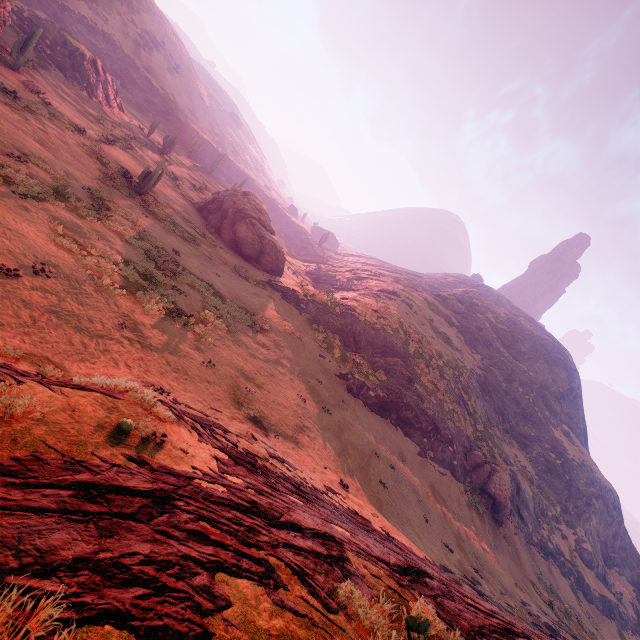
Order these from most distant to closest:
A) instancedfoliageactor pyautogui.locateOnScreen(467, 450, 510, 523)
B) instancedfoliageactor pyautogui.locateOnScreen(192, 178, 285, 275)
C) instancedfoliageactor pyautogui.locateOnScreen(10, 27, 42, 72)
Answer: Answer: instancedfoliageactor pyautogui.locateOnScreen(192, 178, 285, 275) < instancedfoliageactor pyautogui.locateOnScreen(467, 450, 510, 523) < instancedfoliageactor pyautogui.locateOnScreen(10, 27, 42, 72)

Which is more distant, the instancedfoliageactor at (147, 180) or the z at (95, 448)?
the instancedfoliageactor at (147, 180)

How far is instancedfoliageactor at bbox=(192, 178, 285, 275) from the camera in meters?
30.6 m

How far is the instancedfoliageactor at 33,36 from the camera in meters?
22.2 m

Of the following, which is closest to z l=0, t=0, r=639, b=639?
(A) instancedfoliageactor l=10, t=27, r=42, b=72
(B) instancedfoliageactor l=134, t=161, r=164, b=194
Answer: (B) instancedfoliageactor l=134, t=161, r=164, b=194

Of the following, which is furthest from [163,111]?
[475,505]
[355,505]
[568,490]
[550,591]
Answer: [568,490]

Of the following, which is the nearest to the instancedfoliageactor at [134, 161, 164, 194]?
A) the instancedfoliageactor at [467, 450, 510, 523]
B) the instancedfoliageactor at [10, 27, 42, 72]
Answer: the instancedfoliageactor at [10, 27, 42, 72]
